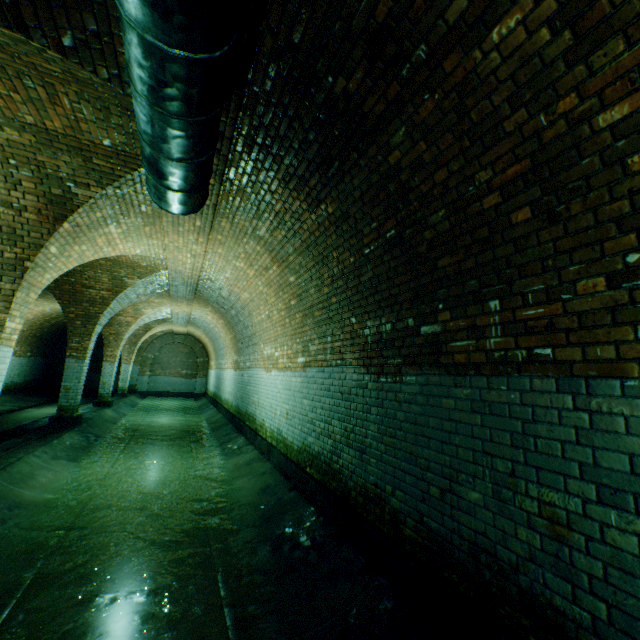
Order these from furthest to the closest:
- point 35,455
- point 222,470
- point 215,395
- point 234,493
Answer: point 215,395
point 222,470
point 35,455
point 234,493

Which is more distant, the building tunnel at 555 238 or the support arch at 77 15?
the support arch at 77 15

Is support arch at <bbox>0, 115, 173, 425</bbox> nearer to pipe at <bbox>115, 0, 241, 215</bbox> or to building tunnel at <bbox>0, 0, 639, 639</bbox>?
building tunnel at <bbox>0, 0, 639, 639</bbox>

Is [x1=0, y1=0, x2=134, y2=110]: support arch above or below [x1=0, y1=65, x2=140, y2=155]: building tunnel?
below

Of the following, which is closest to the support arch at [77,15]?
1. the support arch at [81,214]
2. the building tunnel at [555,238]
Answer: the building tunnel at [555,238]

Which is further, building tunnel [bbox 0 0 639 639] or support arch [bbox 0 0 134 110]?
support arch [bbox 0 0 134 110]

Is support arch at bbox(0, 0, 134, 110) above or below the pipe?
above

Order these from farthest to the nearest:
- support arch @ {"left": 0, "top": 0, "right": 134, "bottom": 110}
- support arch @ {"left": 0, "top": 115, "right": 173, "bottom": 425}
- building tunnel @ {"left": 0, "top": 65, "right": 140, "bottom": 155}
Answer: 1. support arch @ {"left": 0, "top": 115, "right": 173, "bottom": 425}
2. building tunnel @ {"left": 0, "top": 65, "right": 140, "bottom": 155}
3. support arch @ {"left": 0, "top": 0, "right": 134, "bottom": 110}
